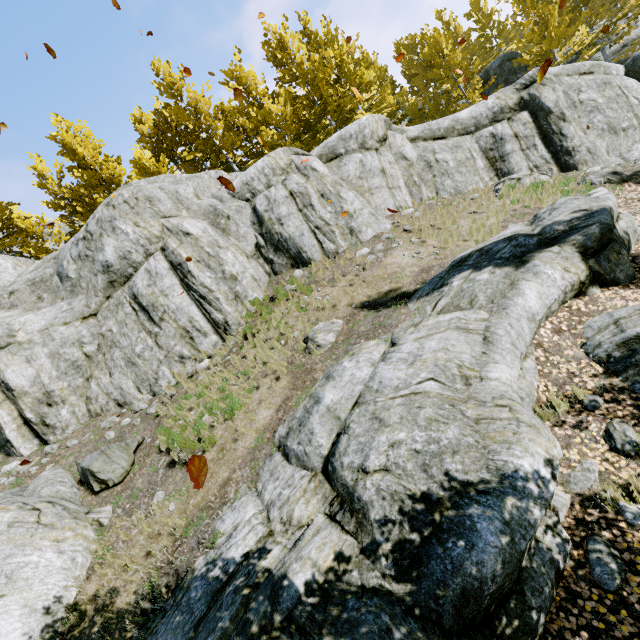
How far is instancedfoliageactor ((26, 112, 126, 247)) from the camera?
18.9m

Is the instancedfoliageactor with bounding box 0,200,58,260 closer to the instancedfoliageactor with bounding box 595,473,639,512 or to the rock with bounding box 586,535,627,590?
the rock with bounding box 586,535,627,590

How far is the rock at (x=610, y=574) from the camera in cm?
359

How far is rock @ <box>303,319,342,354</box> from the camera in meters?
8.4 m

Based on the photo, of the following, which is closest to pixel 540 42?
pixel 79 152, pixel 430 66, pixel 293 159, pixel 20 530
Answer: pixel 430 66

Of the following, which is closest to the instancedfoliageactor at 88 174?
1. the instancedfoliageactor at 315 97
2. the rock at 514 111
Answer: the rock at 514 111

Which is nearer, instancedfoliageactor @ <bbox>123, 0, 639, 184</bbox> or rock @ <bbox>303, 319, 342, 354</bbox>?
rock @ <bbox>303, 319, 342, 354</bbox>

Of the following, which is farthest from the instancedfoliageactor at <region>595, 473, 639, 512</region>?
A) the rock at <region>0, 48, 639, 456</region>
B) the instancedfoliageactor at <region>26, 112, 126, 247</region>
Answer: the instancedfoliageactor at <region>26, 112, 126, 247</region>
